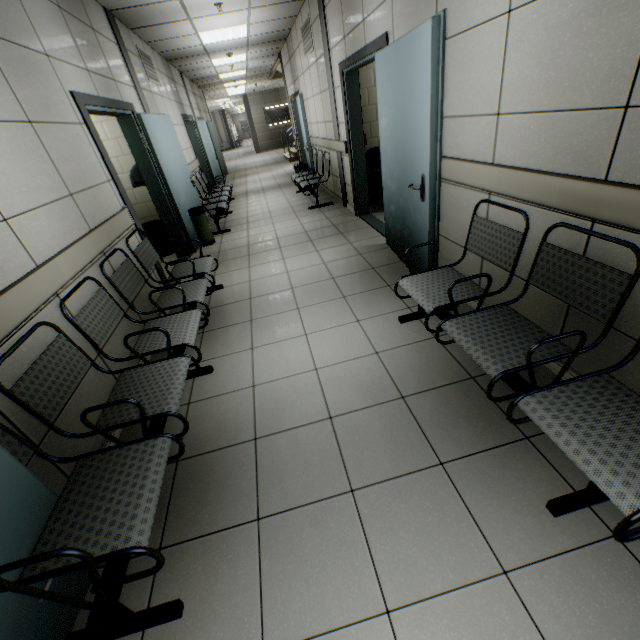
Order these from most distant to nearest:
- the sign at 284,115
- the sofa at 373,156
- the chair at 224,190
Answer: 1. the sign at 284,115
2. the chair at 224,190
3. the sofa at 373,156

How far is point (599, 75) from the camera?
1.4m

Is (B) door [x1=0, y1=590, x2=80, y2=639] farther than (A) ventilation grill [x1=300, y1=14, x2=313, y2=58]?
No

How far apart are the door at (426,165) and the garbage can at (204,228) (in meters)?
2.60

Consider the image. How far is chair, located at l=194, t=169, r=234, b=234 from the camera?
6.15m

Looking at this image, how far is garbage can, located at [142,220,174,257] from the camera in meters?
5.4

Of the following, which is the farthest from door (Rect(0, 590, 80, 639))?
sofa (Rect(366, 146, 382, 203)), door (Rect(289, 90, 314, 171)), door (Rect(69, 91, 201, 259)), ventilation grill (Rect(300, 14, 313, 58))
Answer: door (Rect(289, 90, 314, 171))

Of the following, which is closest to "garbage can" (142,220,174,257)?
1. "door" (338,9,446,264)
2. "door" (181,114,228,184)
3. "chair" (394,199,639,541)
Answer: "door" (338,9,446,264)
